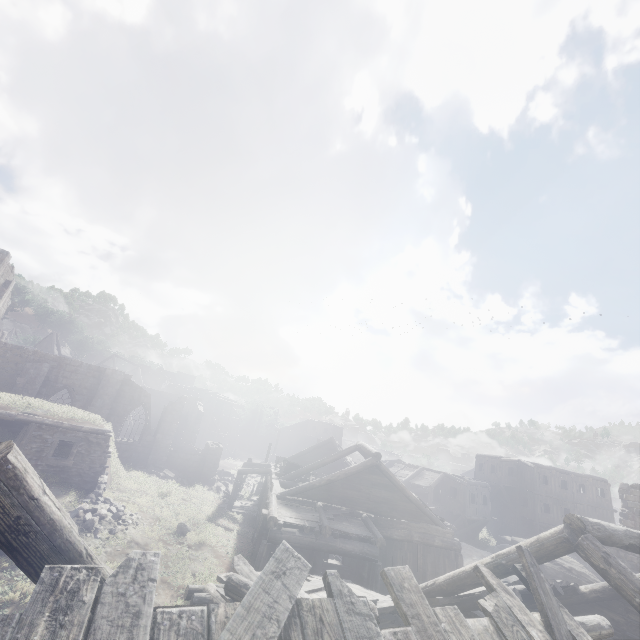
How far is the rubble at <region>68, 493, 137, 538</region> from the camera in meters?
13.6

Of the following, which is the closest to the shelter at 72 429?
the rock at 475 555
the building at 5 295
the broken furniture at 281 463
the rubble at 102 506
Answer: the building at 5 295

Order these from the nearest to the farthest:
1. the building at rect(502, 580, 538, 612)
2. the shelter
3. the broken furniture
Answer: the building at rect(502, 580, 538, 612) → the shelter → the broken furniture

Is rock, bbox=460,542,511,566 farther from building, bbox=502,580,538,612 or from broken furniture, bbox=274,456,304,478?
broken furniture, bbox=274,456,304,478

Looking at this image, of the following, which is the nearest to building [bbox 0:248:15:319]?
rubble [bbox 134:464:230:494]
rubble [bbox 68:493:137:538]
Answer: rubble [bbox 134:464:230:494]

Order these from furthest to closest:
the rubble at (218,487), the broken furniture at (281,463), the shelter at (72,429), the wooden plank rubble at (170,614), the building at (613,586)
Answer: the rubble at (218,487), the broken furniture at (281,463), the shelter at (72,429), the building at (613,586), the wooden plank rubble at (170,614)

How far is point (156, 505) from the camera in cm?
1828
